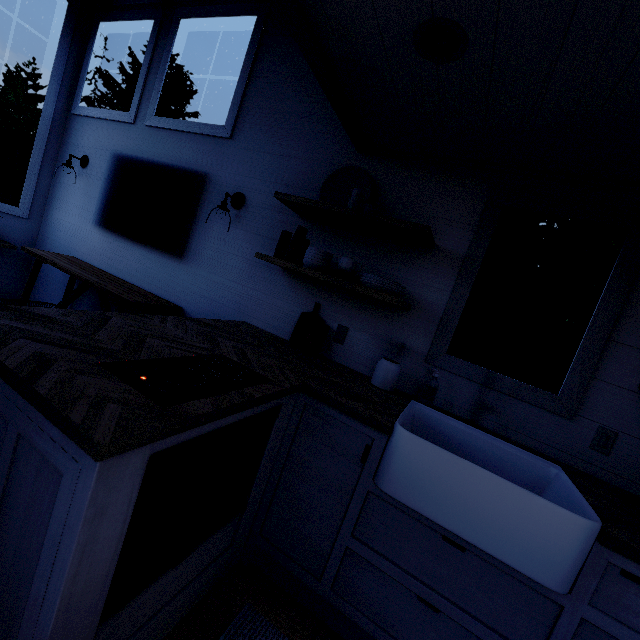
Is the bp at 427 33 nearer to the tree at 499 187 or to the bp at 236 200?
the tree at 499 187

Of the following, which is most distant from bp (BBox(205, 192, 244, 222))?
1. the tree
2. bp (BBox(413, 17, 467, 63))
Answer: bp (BBox(413, 17, 467, 63))

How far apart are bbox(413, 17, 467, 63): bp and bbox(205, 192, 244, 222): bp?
1.7m

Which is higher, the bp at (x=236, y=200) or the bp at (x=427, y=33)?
the bp at (x=427, y=33)

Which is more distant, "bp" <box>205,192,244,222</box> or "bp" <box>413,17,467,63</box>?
"bp" <box>205,192,244,222</box>

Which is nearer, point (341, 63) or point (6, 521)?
point (6, 521)

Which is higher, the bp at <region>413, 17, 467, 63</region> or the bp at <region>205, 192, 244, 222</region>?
the bp at <region>413, 17, 467, 63</region>
